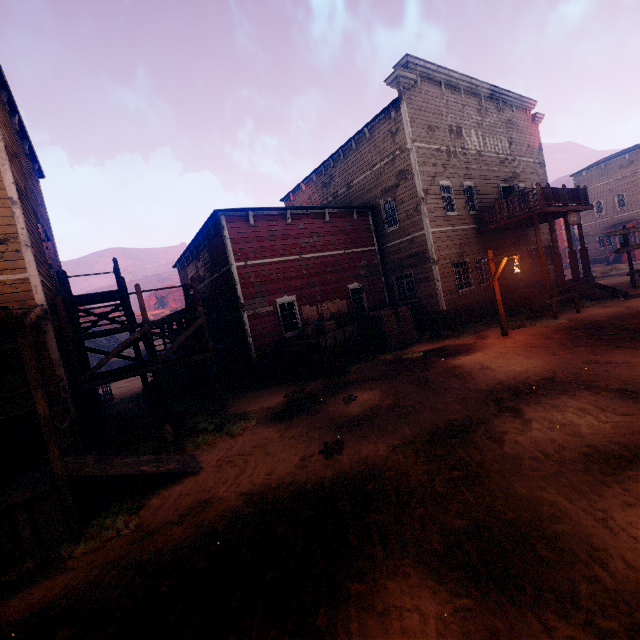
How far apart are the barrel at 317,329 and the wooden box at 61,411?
7.5 meters

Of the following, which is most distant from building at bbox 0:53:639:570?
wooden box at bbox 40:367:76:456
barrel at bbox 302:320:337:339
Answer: barrel at bbox 302:320:337:339

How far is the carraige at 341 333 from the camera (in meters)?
11.28

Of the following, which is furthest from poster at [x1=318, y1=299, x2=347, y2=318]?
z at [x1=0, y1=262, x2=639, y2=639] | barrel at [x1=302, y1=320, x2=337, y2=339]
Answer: z at [x1=0, y1=262, x2=639, y2=639]

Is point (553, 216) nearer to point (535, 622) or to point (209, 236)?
point (209, 236)

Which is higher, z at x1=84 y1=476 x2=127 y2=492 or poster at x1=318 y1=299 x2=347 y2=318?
poster at x1=318 y1=299 x2=347 y2=318

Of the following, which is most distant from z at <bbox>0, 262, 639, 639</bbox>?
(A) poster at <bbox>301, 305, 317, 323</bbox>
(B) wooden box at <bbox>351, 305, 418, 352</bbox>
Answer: (A) poster at <bbox>301, 305, 317, 323</bbox>

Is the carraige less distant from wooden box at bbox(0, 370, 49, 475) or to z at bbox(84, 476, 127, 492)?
z at bbox(84, 476, 127, 492)
